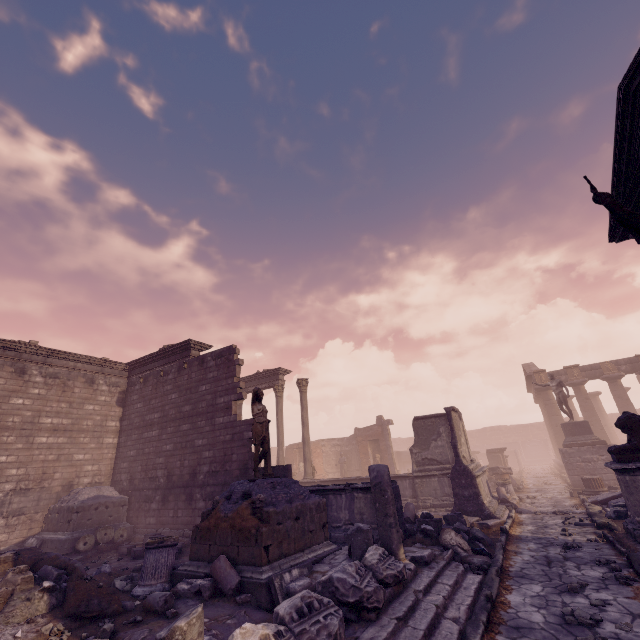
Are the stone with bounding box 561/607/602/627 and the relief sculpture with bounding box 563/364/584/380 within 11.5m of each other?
no

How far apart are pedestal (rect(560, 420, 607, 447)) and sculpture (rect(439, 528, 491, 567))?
13.71m

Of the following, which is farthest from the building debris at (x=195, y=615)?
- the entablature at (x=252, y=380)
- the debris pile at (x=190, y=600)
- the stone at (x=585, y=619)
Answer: the entablature at (x=252, y=380)

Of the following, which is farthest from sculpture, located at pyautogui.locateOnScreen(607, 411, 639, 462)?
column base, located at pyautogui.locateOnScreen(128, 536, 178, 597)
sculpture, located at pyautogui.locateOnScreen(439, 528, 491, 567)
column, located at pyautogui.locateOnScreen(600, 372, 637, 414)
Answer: column, located at pyautogui.locateOnScreen(600, 372, 637, 414)

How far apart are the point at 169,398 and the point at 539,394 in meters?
29.4 m

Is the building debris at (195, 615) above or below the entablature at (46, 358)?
below

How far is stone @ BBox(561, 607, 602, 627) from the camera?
4.5m

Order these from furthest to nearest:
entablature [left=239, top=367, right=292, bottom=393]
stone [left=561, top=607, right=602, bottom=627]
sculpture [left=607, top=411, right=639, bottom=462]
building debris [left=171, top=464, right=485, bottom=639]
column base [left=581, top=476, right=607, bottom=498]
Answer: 1. entablature [left=239, top=367, right=292, bottom=393]
2. column base [left=581, top=476, right=607, bottom=498]
3. sculpture [left=607, top=411, right=639, bottom=462]
4. stone [left=561, top=607, right=602, bottom=627]
5. building debris [left=171, top=464, right=485, bottom=639]
